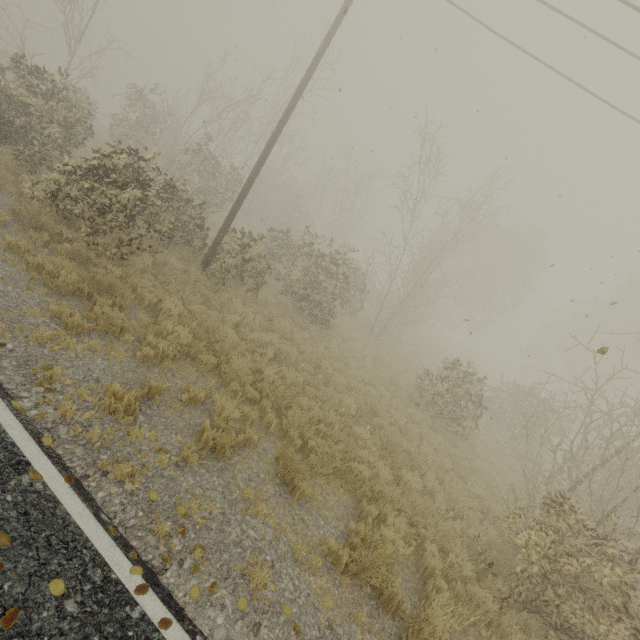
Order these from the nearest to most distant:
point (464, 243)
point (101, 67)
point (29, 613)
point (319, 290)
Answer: point (29, 613) → point (319, 290) → point (101, 67) → point (464, 243)
